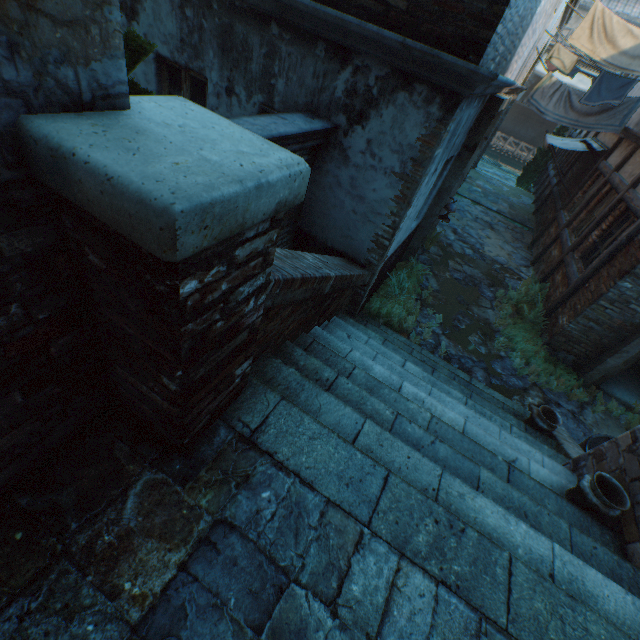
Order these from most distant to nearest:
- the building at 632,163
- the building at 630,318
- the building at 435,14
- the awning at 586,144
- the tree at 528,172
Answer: the tree at 528,172 → the awning at 586,144 → the building at 632,163 → the building at 630,318 → the building at 435,14

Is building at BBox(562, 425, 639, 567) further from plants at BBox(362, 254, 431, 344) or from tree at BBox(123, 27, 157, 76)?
tree at BBox(123, 27, 157, 76)

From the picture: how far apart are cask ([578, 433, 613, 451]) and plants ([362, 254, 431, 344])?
2.8m

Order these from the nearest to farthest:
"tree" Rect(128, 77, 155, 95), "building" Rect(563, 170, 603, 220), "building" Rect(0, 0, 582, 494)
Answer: "building" Rect(0, 0, 582, 494)
"tree" Rect(128, 77, 155, 95)
"building" Rect(563, 170, 603, 220)

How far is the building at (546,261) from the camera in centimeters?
905cm

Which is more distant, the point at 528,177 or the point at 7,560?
the point at 528,177

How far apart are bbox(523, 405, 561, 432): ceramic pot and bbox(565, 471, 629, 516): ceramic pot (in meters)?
1.39

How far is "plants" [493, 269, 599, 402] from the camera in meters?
6.3
